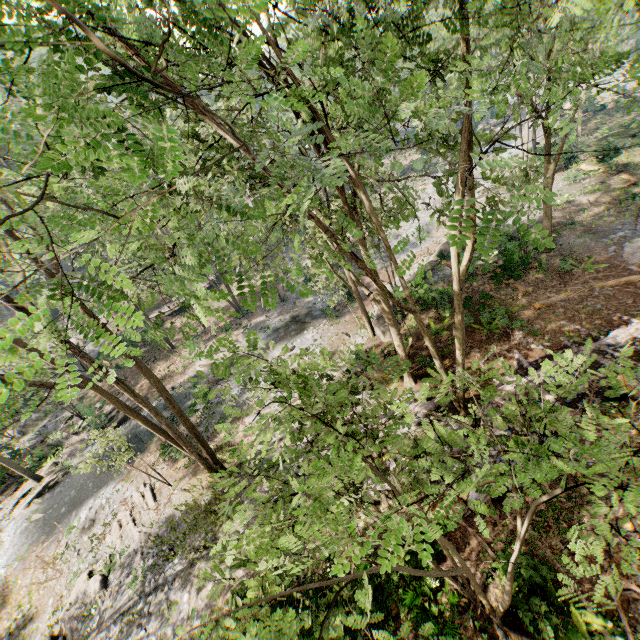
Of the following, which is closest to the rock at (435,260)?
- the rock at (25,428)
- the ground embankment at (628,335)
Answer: the ground embankment at (628,335)

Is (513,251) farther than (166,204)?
Yes

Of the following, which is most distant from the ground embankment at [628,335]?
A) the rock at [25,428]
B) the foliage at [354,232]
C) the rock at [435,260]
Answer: the rock at [25,428]

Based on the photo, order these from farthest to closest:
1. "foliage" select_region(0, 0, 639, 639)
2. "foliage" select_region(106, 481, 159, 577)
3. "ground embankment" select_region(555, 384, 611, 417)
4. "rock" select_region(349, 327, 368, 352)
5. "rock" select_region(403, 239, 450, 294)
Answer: "rock" select_region(403, 239, 450, 294) → "rock" select_region(349, 327, 368, 352) → "foliage" select_region(106, 481, 159, 577) → "ground embankment" select_region(555, 384, 611, 417) → "foliage" select_region(0, 0, 639, 639)

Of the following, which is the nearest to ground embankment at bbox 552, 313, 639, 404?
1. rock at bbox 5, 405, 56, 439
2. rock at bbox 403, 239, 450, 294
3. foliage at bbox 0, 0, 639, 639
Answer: foliage at bbox 0, 0, 639, 639

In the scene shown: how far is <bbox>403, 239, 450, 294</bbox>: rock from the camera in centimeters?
2301cm

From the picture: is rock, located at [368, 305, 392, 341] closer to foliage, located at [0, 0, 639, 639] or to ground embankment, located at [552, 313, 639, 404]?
foliage, located at [0, 0, 639, 639]
